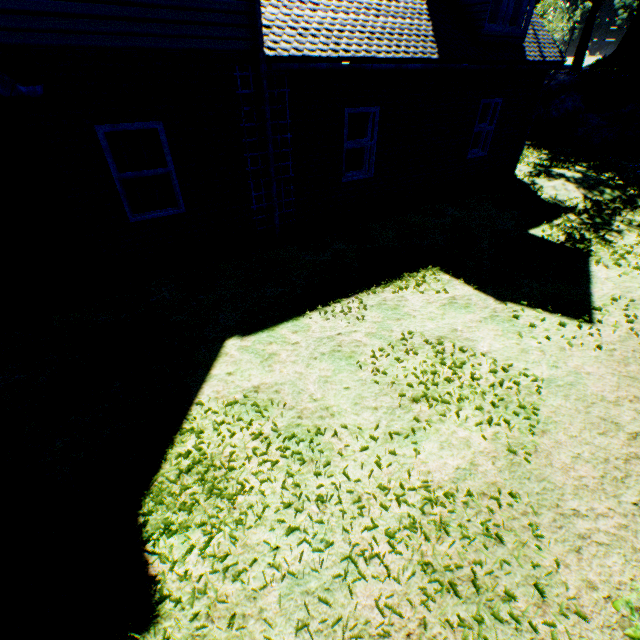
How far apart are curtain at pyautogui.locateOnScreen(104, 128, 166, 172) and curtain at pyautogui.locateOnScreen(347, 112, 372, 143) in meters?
4.0

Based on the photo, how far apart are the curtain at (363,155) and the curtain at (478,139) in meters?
4.0 m

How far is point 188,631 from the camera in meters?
2.4 m

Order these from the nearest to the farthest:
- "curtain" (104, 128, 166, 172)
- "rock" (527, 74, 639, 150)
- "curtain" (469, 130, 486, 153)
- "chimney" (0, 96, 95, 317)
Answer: "chimney" (0, 96, 95, 317) → "curtain" (104, 128, 166, 172) → "curtain" (469, 130, 486, 153) → "rock" (527, 74, 639, 150)

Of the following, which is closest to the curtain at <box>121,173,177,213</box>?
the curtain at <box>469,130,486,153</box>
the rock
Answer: the curtain at <box>469,130,486,153</box>

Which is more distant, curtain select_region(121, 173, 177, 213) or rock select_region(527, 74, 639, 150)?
rock select_region(527, 74, 639, 150)

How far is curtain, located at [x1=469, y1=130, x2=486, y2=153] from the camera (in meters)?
10.47

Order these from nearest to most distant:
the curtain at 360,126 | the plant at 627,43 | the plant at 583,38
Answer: the curtain at 360,126, the plant at 583,38, the plant at 627,43
